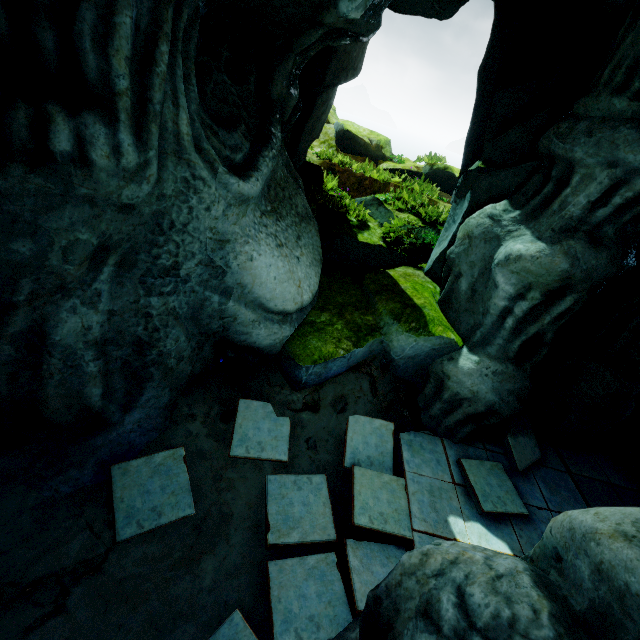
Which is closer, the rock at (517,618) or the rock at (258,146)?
the rock at (517,618)

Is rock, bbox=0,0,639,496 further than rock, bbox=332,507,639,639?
Yes

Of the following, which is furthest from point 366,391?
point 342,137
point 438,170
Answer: point 342,137
